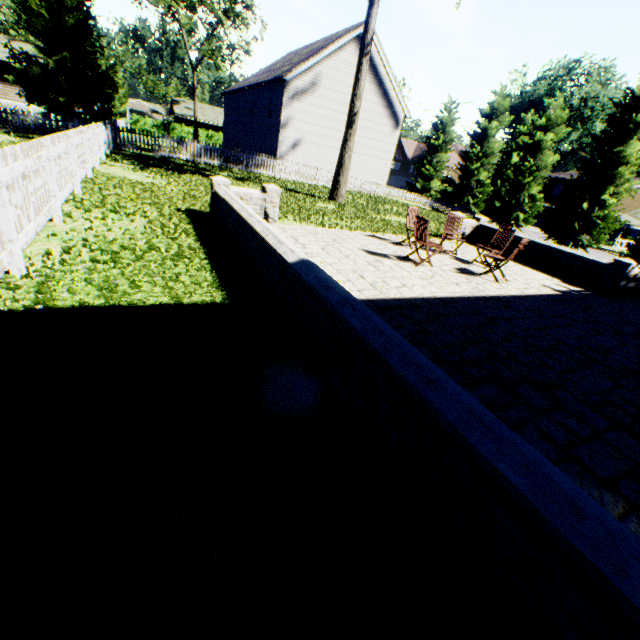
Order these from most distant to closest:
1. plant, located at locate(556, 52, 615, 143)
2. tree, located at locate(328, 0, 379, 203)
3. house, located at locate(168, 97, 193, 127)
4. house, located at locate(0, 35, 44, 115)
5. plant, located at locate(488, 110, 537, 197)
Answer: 1. plant, located at locate(556, 52, 615, 143)
2. plant, located at locate(488, 110, 537, 197)
3. house, located at locate(168, 97, 193, 127)
4. house, located at locate(0, 35, 44, 115)
5. tree, located at locate(328, 0, 379, 203)

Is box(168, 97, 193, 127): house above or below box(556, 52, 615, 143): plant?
below

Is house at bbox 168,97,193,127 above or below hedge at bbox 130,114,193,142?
above

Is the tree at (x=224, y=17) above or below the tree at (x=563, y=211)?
above

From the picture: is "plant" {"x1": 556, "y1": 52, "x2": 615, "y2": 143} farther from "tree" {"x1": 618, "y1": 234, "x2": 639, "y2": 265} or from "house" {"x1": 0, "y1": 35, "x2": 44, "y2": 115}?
"house" {"x1": 0, "y1": 35, "x2": 44, "y2": 115}

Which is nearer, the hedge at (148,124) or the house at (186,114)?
the hedge at (148,124)

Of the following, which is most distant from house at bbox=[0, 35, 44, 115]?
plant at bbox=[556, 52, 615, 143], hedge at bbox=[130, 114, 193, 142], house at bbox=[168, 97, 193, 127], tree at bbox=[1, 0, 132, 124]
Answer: plant at bbox=[556, 52, 615, 143]

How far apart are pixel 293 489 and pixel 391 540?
0.7m
